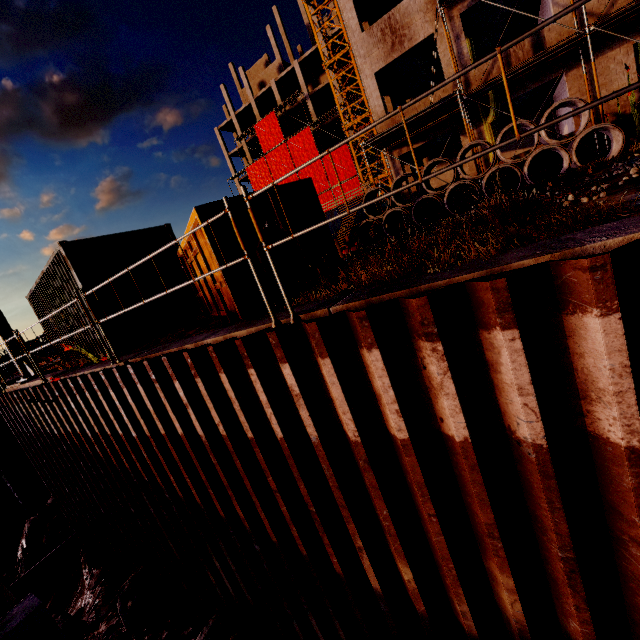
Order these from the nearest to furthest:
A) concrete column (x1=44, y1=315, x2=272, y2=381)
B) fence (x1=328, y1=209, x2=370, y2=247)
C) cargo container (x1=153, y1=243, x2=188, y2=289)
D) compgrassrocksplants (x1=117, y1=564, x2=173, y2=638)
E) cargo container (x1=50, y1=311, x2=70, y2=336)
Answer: concrete column (x1=44, y1=315, x2=272, y2=381), compgrassrocksplants (x1=117, y1=564, x2=173, y2=638), cargo container (x1=153, y1=243, x2=188, y2=289), cargo container (x1=50, y1=311, x2=70, y2=336), fence (x1=328, y1=209, x2=370, y2=247)

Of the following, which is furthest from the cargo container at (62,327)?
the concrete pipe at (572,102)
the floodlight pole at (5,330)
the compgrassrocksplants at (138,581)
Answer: the concrete pipe at (572,102)

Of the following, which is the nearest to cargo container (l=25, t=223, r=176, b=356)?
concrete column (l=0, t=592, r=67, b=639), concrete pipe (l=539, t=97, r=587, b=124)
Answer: concrete column (l=0, t=592, r=67, b=639)

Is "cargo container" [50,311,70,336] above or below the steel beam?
above

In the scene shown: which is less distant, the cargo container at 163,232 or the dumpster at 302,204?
the dumpster at 302,204

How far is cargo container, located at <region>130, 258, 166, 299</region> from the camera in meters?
7.6 m

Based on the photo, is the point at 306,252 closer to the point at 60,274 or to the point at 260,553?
the point at 260,553

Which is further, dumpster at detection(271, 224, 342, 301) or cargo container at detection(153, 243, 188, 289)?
cargo container at detection(153, 243, 188, 289)
